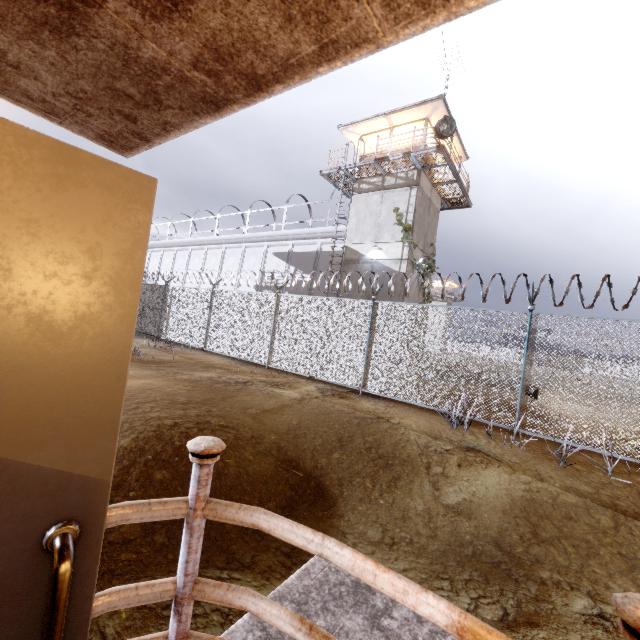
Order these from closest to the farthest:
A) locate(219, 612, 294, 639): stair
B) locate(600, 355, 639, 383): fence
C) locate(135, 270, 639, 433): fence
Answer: locate(219, 612, 294, 639): stair < locate(600, 355, 639, 383): fence < locate(135, 270, 639, 433): fence

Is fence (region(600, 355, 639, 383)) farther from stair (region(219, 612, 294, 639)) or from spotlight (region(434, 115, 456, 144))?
spotlight (region(434, 115, 456, 144))

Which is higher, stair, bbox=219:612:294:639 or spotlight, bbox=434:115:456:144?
spotlight, bbox=434:115:456:144

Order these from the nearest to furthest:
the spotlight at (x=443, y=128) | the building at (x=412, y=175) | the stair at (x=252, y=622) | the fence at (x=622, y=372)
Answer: the stair at (x=252, y=622) → the fence at (x=622, y=372) → the spotlight at (x=443, y=128) → the building at (x=412, y=175)

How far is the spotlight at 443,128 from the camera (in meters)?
14.71

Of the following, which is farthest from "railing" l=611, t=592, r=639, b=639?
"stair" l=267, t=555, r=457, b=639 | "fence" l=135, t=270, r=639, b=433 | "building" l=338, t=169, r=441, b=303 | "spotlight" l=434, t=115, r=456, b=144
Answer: "spotlight" l=434, t=115, r=456, b=144

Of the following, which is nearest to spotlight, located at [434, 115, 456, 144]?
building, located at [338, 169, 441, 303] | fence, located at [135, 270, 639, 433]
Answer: building, located at [338, 169, 441, 303]

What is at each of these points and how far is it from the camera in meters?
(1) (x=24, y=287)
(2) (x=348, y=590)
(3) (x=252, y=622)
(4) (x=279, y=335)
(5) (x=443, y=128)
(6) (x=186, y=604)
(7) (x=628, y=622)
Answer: (1) door, 0.7 m
(2) stair, 2.3 m
(3) stair, 2.0 m
(4) fence, 11.8 m
(5) spotlight, 15.1 m
(6) railing, 1.2 m
(7) railing, 0.7 m
